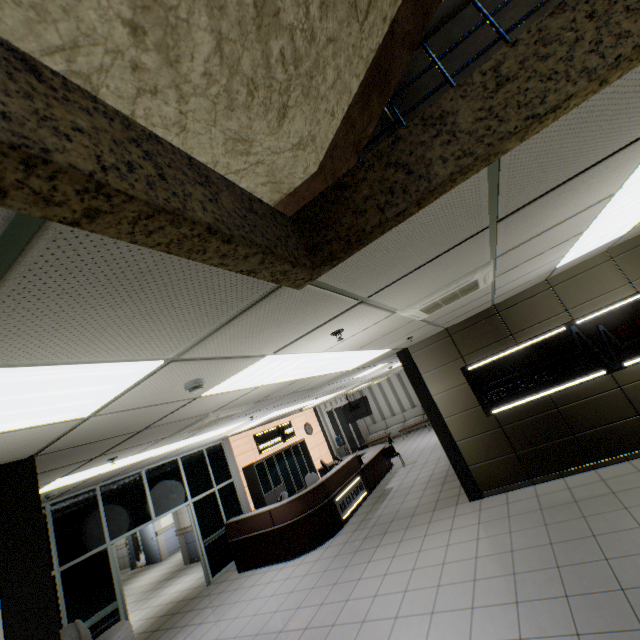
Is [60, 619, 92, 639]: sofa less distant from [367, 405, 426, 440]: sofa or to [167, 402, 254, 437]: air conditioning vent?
[167, 402, 254, 437]: air conditioning vent

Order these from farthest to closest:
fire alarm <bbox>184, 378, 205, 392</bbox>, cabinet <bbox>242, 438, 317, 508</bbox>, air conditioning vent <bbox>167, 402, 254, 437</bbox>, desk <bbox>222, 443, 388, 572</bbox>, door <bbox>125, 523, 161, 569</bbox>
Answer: door <bbox>125, 523, 161, 569</bbox>
cabinet <bbox>242, 438, 317, 508</bbox>
desk <bbox>222, 443, 388, 572</bbox>
air conditioning vent <bbox>167, 402, 254, 437</bbox>
fire alarm <bbox>184, 378, 205, 392</bbox>

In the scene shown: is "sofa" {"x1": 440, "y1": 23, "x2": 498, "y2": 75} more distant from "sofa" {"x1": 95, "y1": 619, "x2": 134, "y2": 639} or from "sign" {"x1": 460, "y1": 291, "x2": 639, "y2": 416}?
"sign" {"x1": 460, "y1": 291, "x2": 639, "y2": 416}

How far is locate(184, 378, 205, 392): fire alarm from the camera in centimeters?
258cm

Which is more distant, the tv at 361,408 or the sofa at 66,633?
the tv at 361,408

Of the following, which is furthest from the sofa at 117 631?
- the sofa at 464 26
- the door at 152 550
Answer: the door at 152 550

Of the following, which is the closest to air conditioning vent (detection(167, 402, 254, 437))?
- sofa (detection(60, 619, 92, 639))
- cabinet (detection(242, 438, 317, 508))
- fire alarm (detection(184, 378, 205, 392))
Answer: fire alarm (detection(184, 378, 205, 392))

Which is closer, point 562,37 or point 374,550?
point 562,37
